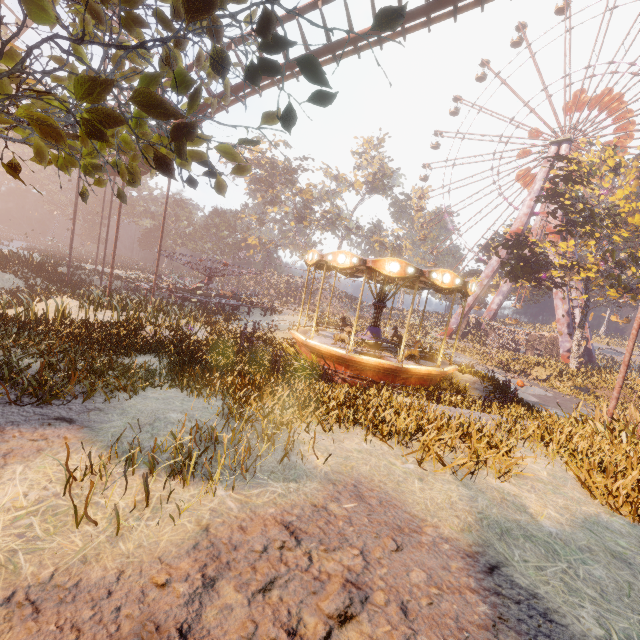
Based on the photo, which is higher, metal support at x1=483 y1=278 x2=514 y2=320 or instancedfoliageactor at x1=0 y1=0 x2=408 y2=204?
metal support at x1=483 y1=278 x2=514 y2=320

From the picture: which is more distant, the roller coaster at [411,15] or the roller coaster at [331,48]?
the roller coaster at [331,48]

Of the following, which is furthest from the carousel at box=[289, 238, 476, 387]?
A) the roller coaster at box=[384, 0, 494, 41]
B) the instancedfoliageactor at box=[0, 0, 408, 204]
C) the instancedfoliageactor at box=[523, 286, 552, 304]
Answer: the instancedfoliageactor at box=[523, 286, 552, 304]

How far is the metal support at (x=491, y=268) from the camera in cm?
4266

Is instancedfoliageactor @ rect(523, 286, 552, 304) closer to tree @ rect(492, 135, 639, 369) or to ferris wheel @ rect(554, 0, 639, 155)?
ferris wheel @ rect(554, 0, 639, 155)

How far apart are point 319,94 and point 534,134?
57.6 meters

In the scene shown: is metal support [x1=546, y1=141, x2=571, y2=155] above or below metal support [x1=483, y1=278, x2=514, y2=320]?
above

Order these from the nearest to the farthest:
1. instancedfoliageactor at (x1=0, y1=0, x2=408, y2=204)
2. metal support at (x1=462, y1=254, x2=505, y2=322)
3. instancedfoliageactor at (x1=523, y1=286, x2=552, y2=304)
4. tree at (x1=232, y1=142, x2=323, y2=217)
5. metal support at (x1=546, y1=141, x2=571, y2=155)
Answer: instancedfoliageactor at (x1=0, y1=0, x2=408, y2=204), metal support at (x1=546, y1=141, x2=571, y2=155), metal support at (x1=462, y1=254, x2=505, y2=322), tree at (x1=232, y1=142, x2=323, y2=217), instancedfoliageactor at (x1=523, y1=286, x2=552, y2=304)
